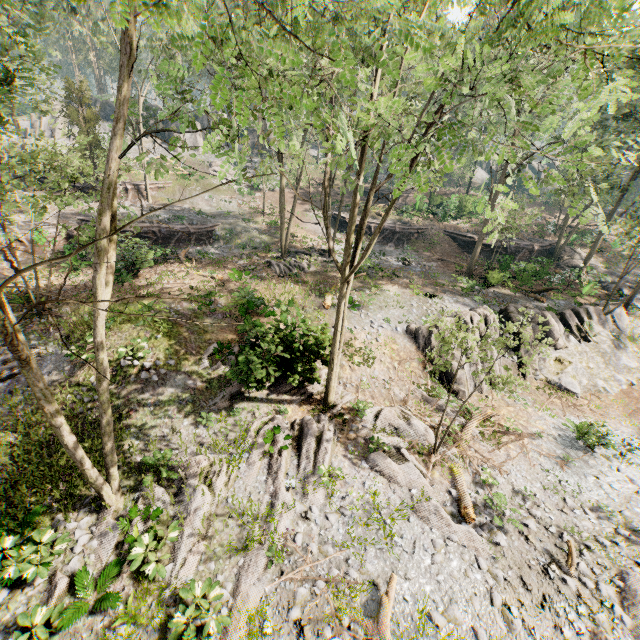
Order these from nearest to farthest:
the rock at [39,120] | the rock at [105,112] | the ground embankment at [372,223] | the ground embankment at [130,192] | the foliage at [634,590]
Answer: the foliage at [634,590]
the ground embankment at [130,192]
the ground embankment at [372,223]
the rock at [39,120]
the rock at [105,112]

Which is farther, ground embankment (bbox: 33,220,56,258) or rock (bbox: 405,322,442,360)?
ground embankment (bbox: 33,220,56,258)

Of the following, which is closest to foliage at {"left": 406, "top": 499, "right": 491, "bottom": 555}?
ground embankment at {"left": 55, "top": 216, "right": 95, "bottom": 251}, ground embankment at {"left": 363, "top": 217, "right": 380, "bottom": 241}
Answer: ground embankment at {"left": 55, "top": 216, "right": 95, "bottom": 251}

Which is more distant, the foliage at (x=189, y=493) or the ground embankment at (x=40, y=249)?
the ground embankment at (x=40, y=249)

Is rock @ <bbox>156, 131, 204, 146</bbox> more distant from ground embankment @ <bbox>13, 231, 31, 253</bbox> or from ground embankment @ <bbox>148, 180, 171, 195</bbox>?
ground embankment @ <bbox>13, 231, 31, 253</bbox>

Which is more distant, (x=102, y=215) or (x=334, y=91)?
(x=102, y=215)

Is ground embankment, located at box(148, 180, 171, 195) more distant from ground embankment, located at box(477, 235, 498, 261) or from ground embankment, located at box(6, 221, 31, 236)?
ground embankment, located at box(477, 235, 498, 261)

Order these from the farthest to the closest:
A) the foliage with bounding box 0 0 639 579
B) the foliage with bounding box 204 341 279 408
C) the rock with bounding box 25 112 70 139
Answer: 1. the rock with bounding box 25 112 70 139
2. the foliage with bounding box 204 341 279 408
3. the foliage with bounding box 0 0 639 579
